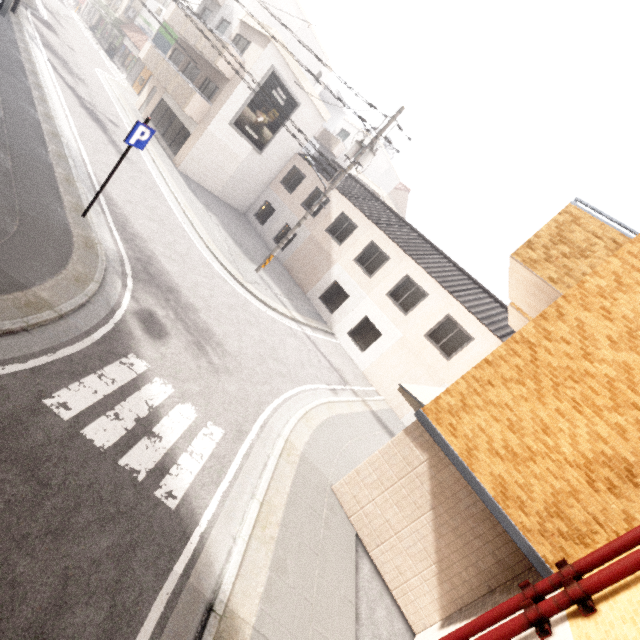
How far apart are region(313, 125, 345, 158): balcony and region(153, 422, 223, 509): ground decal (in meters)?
29.83

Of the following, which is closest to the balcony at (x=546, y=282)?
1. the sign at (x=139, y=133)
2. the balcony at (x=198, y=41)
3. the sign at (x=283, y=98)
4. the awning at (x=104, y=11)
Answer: the sign at (x=139, y=133)

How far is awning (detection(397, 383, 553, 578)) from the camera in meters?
4.8 m

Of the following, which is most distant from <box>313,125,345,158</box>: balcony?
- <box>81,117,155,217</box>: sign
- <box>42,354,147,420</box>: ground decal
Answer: <box>42,354,147,420</box>: ground decal

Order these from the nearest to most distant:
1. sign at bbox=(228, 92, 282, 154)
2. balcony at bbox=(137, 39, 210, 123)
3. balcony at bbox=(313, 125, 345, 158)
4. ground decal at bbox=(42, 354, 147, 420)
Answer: ground decal at bbox=(42, 354, 147, 420) < balcony at bbox=(137, 39, 210, 123) < sign at bbox=(228, 92, 282, 154) < balcony at bbox=(313, 125, 345, 158)

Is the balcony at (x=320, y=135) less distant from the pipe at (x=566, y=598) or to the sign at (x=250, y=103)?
the sign at (x=250, y=103)

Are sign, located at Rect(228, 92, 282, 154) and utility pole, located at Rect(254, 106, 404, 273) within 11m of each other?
yes

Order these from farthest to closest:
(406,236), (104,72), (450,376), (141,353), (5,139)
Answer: (104,72)
(406,236)
(450,376)
(5,139)
(141,353)
